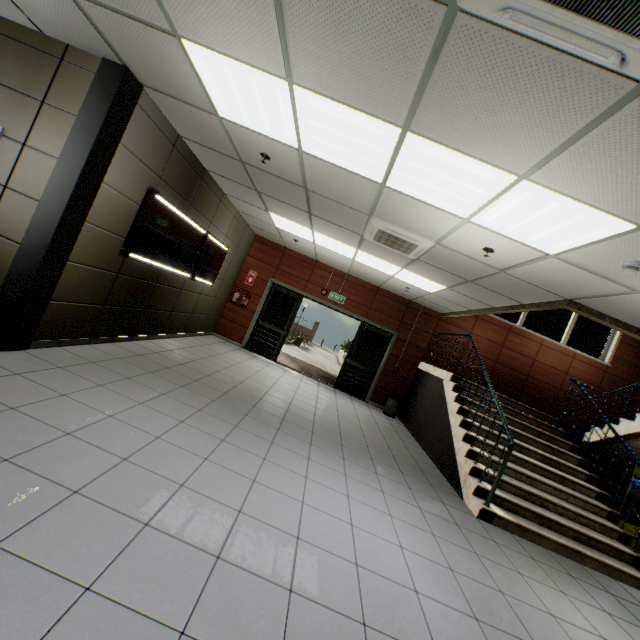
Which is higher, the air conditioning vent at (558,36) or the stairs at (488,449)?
the air conditioning vent at (558,36)

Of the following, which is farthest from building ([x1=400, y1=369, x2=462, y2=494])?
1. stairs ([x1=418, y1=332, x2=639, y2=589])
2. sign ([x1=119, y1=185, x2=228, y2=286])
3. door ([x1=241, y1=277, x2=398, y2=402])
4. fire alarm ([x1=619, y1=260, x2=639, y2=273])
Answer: sign ([x1=119, y1=185, x2=228, y2=286])

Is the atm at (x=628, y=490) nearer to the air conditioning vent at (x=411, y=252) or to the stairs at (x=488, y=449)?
the stairs at (x=488, y=449)

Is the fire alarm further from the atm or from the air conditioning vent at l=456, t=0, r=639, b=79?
the atm

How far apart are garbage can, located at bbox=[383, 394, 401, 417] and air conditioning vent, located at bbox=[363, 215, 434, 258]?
4.68m

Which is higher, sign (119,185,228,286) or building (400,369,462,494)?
sign (119,185,228,286)

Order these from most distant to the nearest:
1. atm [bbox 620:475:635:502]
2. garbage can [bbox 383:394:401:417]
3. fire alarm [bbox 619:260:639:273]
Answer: garbage can [bbox 383:394:401:417] < atm [bbox 620:475:635:502] < fire alarm [bbox 619:260:639:273]

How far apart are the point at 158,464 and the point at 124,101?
3.80m
